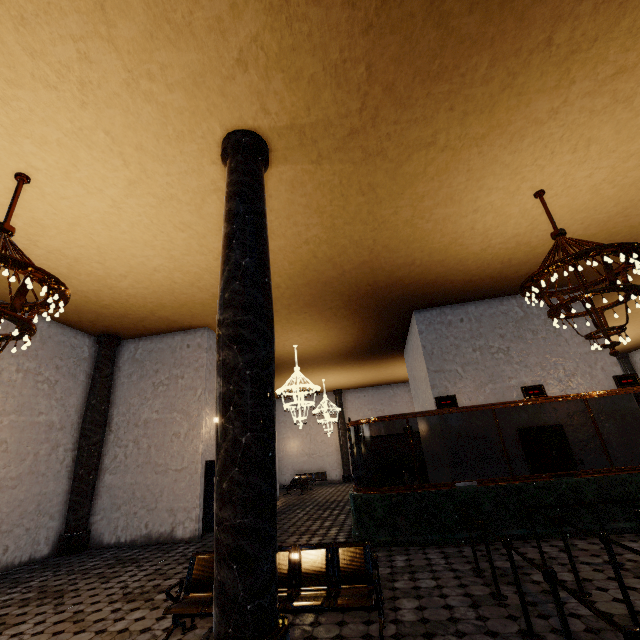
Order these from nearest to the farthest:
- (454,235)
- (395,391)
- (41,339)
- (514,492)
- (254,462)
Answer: (254,462)
(514,492)
(454,235)
(41,339)
(395,391)
